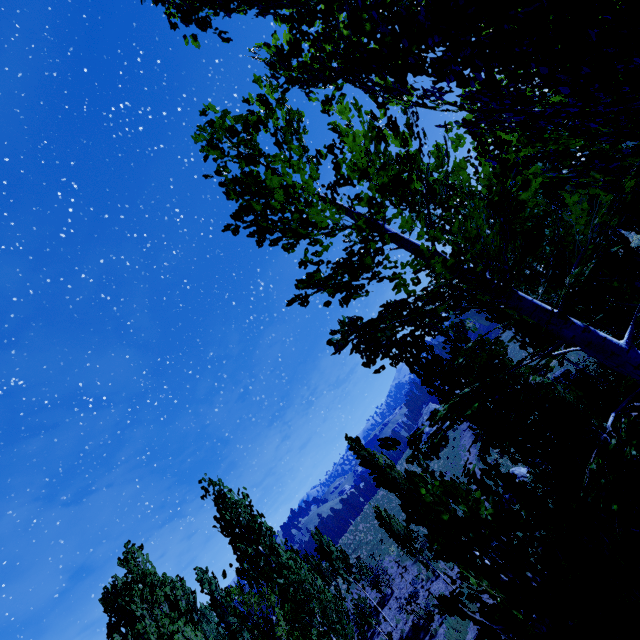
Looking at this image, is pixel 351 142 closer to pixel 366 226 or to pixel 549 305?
pixel 366 226

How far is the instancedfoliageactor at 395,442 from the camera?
2.2m

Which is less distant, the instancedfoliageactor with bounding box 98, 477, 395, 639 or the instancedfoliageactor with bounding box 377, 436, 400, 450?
the instancedfoliageactor with bounding box 377, 436, 400, 450

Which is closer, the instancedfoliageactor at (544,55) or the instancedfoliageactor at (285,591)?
the instancedfoliageactor at (544,55)

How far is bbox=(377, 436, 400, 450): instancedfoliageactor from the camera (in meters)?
2.17
